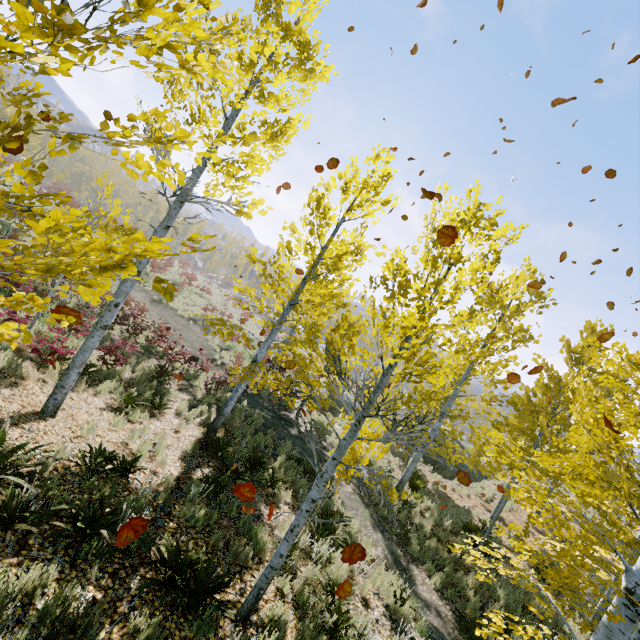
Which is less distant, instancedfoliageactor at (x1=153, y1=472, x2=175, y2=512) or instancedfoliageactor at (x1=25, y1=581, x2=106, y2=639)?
instancedfoliageactor at (x1=25, y1=581, x2=106, y2=639)

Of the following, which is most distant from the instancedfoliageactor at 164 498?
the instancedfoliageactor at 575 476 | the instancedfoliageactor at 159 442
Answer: the instancedfoliageactor at 159 442

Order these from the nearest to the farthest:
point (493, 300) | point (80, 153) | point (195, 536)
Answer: point (493, 300) < point (195, 536) < point (80, 153)

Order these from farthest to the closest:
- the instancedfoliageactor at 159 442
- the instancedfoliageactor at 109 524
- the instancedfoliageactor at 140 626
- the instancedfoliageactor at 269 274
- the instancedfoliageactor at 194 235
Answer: the instancedfoliageactor at 269 274
the instancedfoliageactor at 159 442
the instancedfoliageactor at 109 524
the instancedfoliageactor at 140 626
the instancedfoliageactor at 194 235

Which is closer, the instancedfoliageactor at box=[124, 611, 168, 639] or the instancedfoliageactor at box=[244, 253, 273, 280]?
the instancedfoliageactor at box=[124, 611, 168, 639]

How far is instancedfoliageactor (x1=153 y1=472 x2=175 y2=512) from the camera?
5.6m

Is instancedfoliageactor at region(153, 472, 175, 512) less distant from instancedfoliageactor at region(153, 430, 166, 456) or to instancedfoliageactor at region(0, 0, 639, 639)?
instancedfoliageactor at region(0, 0, 639, 639)

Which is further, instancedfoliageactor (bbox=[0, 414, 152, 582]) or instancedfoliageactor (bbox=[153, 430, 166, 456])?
instancedfoliageactor (bbox=[153, 430, 166, 456])
